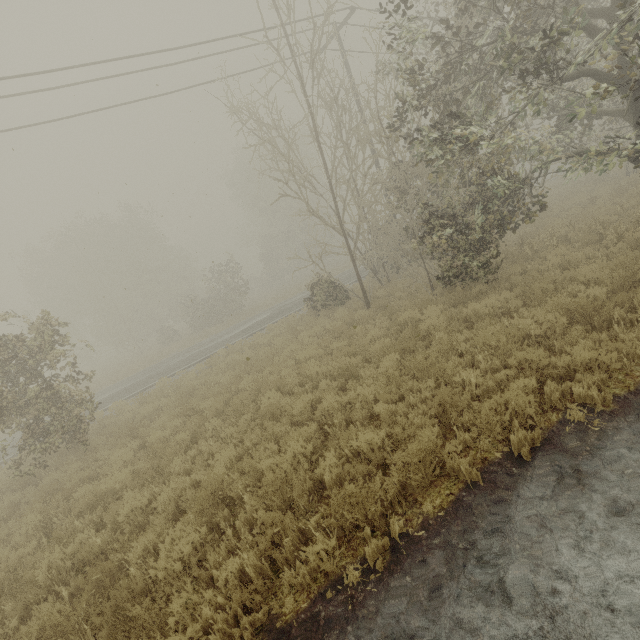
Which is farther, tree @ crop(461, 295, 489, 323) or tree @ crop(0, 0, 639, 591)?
tree @ crop(461, 295, 489, 323)

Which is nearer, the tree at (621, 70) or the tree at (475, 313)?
the tree at (621, 70)

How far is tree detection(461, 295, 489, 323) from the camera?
8.1 meters

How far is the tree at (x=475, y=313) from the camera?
8.11m

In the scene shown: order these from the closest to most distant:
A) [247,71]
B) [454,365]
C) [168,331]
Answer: [454,365]
[247,71]
[168,331]
